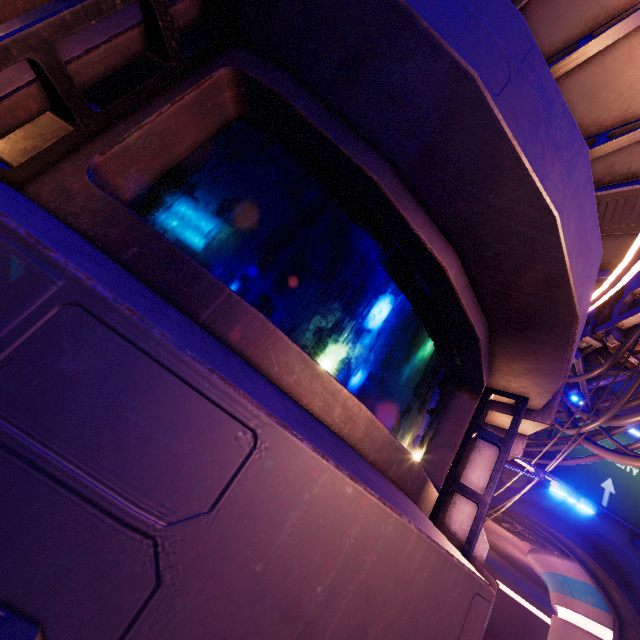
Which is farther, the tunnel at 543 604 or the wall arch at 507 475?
the tunnel at 543 604

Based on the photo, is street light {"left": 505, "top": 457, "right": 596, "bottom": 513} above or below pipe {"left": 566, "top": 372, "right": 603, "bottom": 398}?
below

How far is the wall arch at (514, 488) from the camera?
19.7 meters

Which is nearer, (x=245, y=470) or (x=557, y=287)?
(x=245, y=470)

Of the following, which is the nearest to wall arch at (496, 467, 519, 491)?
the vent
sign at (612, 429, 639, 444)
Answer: sign at (612, 429, 639, 444)

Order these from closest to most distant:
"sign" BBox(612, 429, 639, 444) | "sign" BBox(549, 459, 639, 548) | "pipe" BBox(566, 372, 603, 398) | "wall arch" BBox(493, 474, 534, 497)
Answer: "pipe" BBox(566, 372, 603, 398), "sign" BBox(549, 459, 639, 548), "wall arch" BBox(493, 474, 534, 497), "sign" BBox(612, 429, 639, 444)

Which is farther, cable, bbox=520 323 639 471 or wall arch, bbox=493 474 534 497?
wall arch, bbox=493 474 534 497

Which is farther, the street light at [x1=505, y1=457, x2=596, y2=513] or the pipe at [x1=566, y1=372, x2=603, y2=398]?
the pipe at [x1=566, y1=372, x2=603, y2=398]
